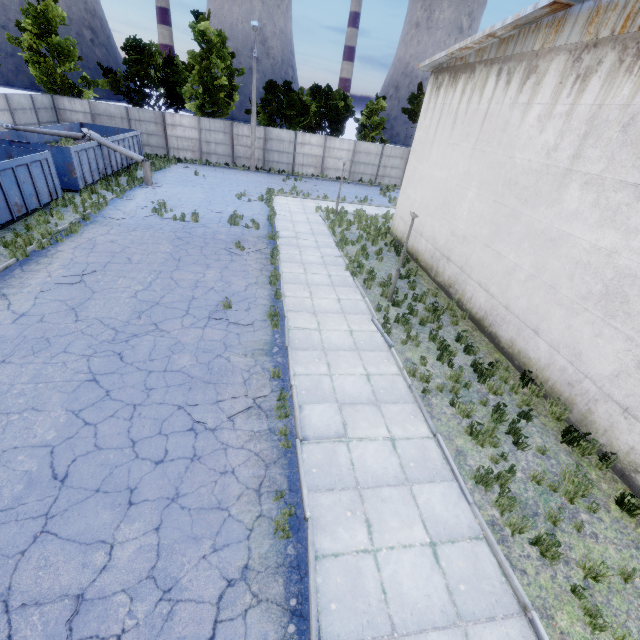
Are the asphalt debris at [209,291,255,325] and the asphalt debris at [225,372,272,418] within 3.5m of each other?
yes

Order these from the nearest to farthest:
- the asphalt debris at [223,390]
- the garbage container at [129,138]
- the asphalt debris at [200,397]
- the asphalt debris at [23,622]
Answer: the asphalt debris at [23,622] < the asphalt debris at [200,397] < the asphalt debris at [223,390] < the garbage container at [129,138]

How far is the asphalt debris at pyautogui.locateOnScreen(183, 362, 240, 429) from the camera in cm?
665

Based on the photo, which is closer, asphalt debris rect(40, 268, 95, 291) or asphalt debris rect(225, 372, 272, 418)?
asphalt debris rect(225, 372, 272, 418)

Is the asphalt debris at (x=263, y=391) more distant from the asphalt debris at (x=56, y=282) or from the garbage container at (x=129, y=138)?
the garbage container at (x=129, y=138)

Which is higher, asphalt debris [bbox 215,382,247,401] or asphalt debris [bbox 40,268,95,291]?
asphalt debris [bbox 40,268,95,291]

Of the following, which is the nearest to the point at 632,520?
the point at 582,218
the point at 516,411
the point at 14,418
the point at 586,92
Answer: the point at 516,411
